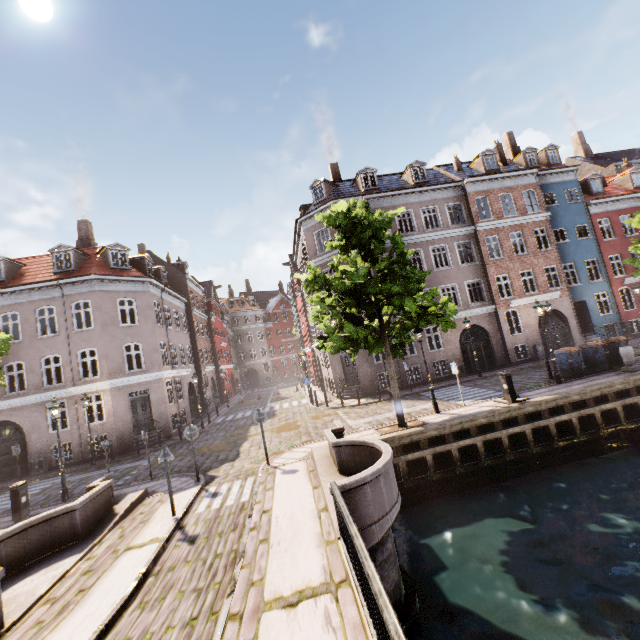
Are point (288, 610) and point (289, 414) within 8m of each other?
no

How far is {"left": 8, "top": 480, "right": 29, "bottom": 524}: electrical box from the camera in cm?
1041

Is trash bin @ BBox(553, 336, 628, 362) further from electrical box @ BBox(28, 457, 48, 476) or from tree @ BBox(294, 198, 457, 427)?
electrical box @ BBox(28, 457, 48, 476)

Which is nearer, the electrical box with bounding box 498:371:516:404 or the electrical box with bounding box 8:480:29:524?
the electrical box with bounding box 8:480:29:524

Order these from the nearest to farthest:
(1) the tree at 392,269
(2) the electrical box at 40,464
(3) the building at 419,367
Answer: (1) the tree at 392,269
(2) the electrical box at 40,464
(3) the building at 419,367

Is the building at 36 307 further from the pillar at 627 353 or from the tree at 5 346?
the pillar at 627 353

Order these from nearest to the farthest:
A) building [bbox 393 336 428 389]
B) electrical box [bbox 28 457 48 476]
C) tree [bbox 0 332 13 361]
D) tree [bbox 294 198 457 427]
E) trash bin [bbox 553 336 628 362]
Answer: tree [bbox 294 198 457 427], tree [bbox 0 332 13 361], trash bin [bbox 553 336 628 362], electrical box [bbox 28 457 48 476], building [bbox 393 336 428 389]

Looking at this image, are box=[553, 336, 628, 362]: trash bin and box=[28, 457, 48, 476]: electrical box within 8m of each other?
no
